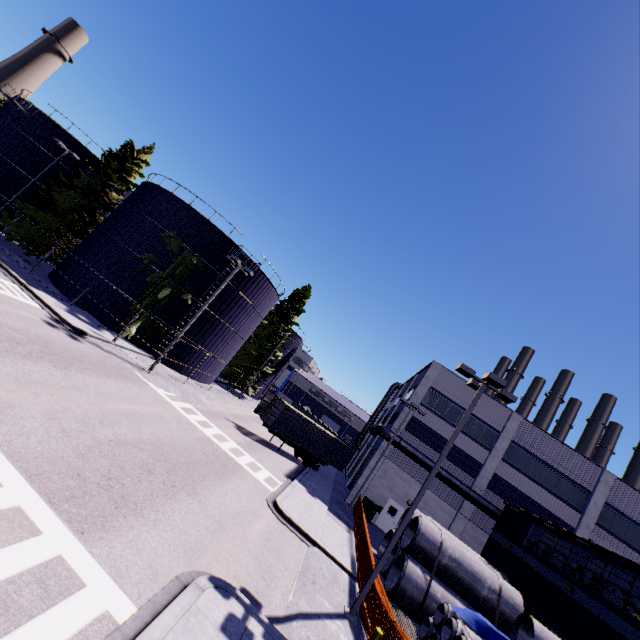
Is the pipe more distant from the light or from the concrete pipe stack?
the light

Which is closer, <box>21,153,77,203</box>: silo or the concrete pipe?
the concrete pipe

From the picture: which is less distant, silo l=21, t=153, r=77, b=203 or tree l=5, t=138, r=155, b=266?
tree l=5, t=138, r=155, b=266

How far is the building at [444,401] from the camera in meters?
28.9 m

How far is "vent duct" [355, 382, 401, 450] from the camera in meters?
28.1 m

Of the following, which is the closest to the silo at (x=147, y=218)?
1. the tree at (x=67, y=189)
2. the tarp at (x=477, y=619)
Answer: the tree at (x=67, y=189)

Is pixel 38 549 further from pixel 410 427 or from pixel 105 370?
pixel 410 427

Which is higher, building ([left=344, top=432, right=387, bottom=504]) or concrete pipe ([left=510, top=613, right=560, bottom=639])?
building ([left=344, top=432, right=387, bottom=504])
